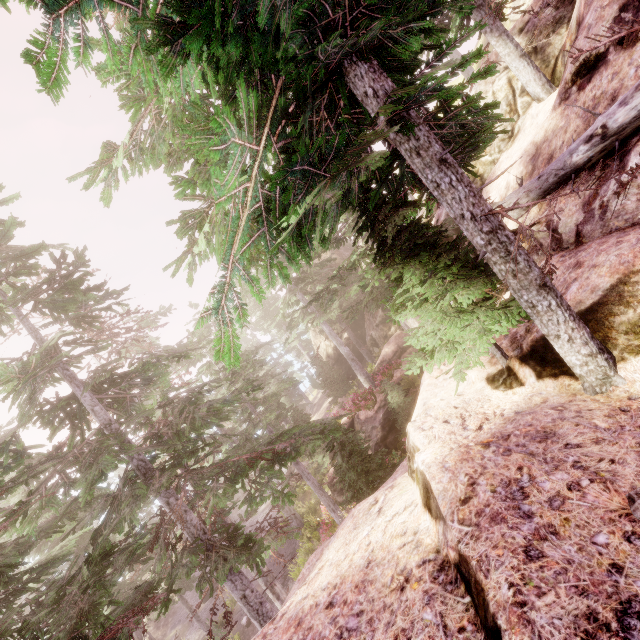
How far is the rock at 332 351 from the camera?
33.4m

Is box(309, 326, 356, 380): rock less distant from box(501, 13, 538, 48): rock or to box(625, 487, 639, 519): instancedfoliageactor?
box(625, 487, 639, 519): instancedfoliageactor

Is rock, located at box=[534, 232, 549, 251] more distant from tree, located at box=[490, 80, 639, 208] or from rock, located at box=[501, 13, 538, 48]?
rock, located at box=[501, 13, 538, 48]

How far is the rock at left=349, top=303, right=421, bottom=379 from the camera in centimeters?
2268cm

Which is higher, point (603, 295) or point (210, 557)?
point (603, 295)

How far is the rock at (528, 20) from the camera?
10.2 meters

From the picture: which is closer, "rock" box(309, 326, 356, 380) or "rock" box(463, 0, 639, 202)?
"rock" box(463, 0, 639, 202)
